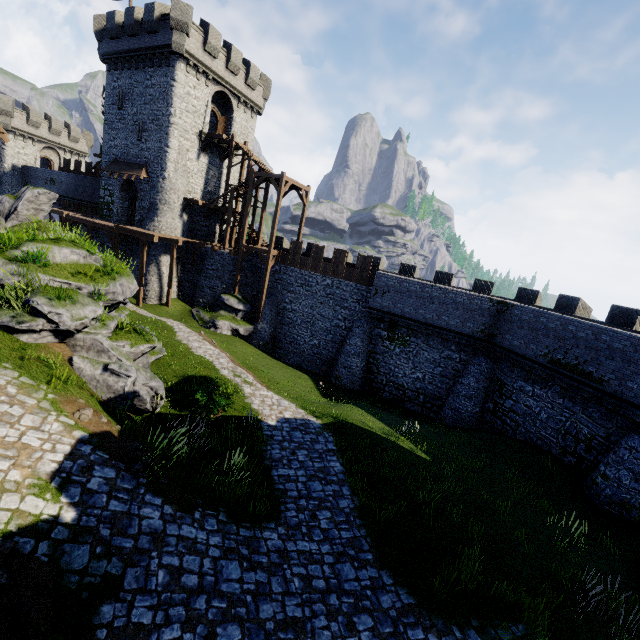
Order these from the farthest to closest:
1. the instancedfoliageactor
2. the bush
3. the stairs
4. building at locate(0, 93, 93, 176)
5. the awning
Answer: building at locate(0, 93, 93, 176)
the awning
the stairs
the bush
the instancedfoliageactor

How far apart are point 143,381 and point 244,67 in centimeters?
3221cm

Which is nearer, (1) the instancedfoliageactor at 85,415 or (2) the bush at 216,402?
(1) the instancedfoliageactor at 85,415

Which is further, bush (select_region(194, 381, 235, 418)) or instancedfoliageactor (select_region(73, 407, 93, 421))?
bush (select_region(194, 381, 235, 418))

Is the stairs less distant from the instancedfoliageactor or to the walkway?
the walkway

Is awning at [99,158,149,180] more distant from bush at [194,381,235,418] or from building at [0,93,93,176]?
bush at [194,381,235,418]

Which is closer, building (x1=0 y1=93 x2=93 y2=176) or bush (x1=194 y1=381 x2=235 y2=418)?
bush (x1=194 y1=381 x2=235 y2=418)

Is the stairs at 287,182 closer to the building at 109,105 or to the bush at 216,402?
the building at 109,105
